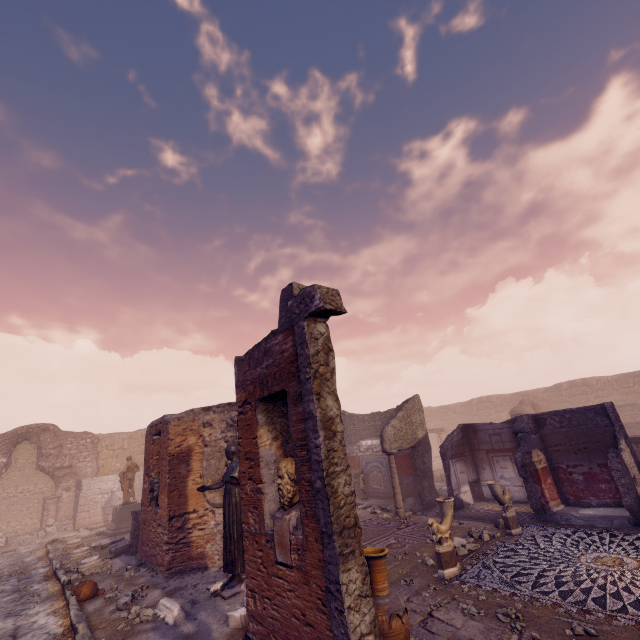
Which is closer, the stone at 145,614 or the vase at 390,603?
the vase at 390,603

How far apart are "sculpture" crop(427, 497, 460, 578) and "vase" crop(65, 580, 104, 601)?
7.8m

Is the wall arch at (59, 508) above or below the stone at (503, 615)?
above

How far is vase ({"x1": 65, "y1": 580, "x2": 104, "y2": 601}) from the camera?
7.4 meters

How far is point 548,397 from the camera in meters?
28.6

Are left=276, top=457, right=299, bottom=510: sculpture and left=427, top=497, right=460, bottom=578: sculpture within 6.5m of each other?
yes

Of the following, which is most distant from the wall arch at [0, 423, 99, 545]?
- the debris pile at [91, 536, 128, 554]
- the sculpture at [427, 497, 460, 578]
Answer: the sculpture at [427, 497, 460, 578]

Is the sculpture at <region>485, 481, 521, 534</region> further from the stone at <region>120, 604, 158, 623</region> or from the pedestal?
the pedestal
